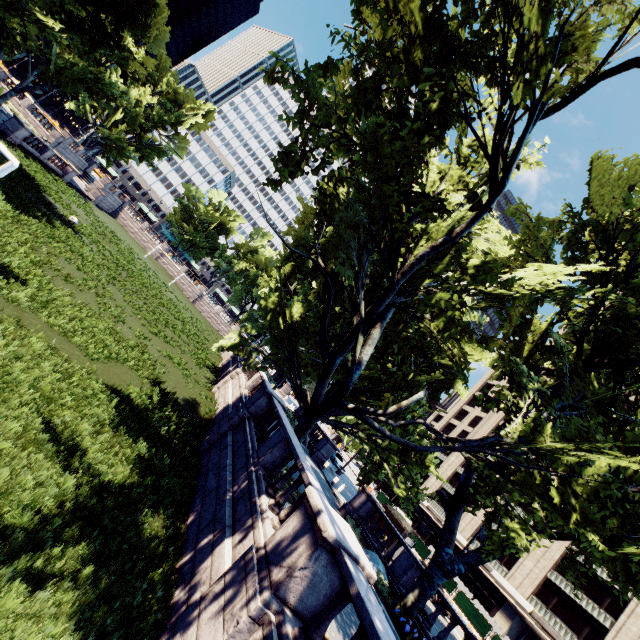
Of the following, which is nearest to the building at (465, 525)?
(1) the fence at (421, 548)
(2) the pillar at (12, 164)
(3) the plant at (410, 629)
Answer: (1) the fence at (421, 548)

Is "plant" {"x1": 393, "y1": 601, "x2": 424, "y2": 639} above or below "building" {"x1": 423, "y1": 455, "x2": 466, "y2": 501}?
below

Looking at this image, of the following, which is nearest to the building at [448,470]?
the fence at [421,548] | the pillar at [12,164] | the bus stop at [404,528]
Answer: the fence at [421,548]

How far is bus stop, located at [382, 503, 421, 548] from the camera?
22.0 meters

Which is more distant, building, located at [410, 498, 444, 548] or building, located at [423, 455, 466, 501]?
building, located at [423, 455, 466, 501]

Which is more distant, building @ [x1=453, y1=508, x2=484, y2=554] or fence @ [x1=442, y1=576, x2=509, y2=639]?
building @ [x1=453, y1=508, x2=484, y2=554]

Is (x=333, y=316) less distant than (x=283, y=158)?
No

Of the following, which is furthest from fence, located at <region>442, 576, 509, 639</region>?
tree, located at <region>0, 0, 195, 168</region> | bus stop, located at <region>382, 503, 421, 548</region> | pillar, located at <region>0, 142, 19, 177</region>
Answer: pillar, located at <region>0, 142, 19, 177</region>
